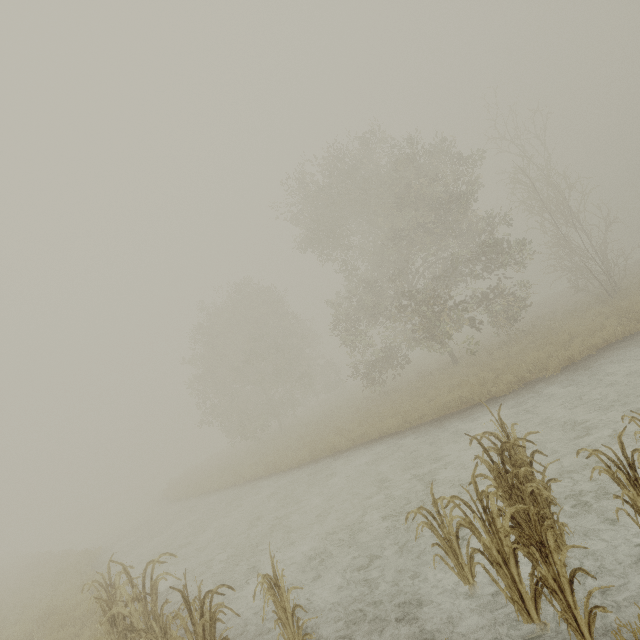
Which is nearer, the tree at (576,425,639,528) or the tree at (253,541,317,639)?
A: the tree at (576,425,639,528)

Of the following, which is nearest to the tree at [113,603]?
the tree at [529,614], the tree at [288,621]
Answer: the tree at [288,621]

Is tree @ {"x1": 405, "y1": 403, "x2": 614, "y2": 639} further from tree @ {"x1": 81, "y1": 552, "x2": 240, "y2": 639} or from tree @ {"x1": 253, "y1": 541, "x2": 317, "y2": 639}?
tree @ {"x1": 81, "y1": 552, "x2": 240, "y2": 639}

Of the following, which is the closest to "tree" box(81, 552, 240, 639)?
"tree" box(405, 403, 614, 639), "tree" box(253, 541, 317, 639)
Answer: "tree" box(253, 541, 317, 639)

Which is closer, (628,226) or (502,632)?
(502,632)
